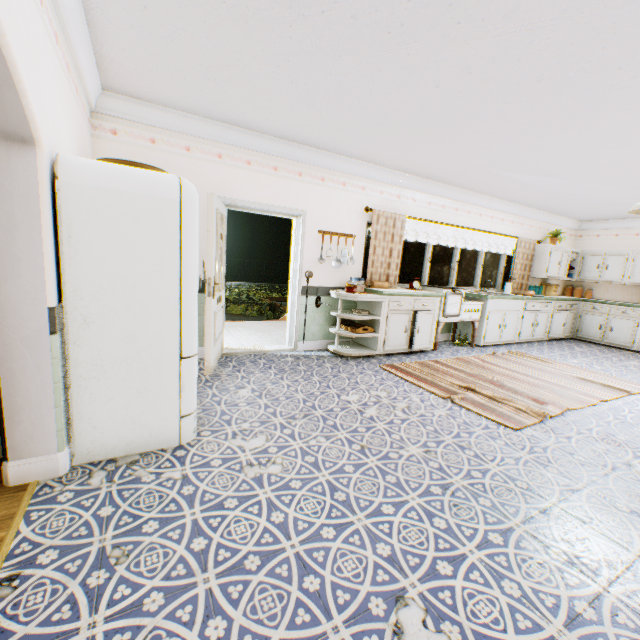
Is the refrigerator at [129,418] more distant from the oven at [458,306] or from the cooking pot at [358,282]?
the oven at [458,306]

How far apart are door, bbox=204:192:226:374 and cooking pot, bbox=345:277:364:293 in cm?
190

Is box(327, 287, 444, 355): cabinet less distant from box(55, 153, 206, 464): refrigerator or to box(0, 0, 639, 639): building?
box(0, 0, 639, 639): building

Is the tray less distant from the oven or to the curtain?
the curtain

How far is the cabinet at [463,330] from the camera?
7.0 meters

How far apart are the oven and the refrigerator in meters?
4.6 m

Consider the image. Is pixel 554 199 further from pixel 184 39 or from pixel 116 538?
pixel 116 538

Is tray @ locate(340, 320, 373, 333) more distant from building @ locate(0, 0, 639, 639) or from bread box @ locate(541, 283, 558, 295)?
bread box @ locate(541, 283, 558, 295)
